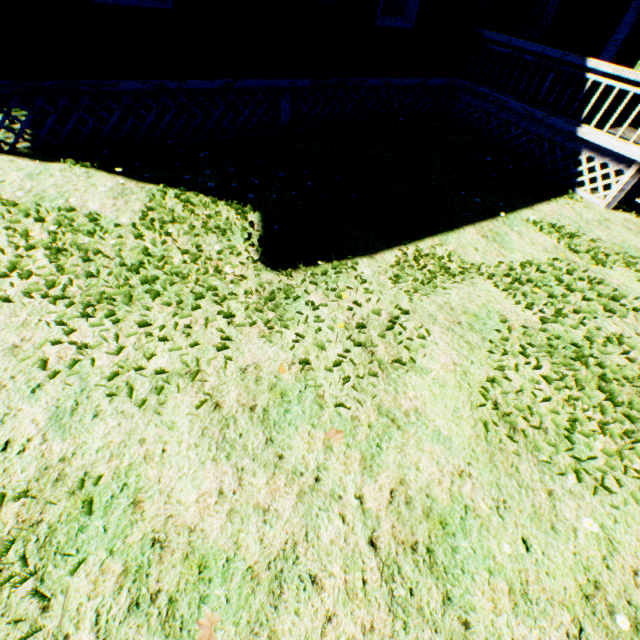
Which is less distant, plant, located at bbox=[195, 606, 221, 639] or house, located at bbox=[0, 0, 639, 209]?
plant, located at bbox=[195, 606, 221, 639]

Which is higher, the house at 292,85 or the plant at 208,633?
the house at 292,85

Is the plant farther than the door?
No

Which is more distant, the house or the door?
the door

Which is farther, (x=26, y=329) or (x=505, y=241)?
(x=505, y=241)

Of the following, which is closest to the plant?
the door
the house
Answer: the house

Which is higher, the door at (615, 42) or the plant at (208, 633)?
the door at (615, 42)
